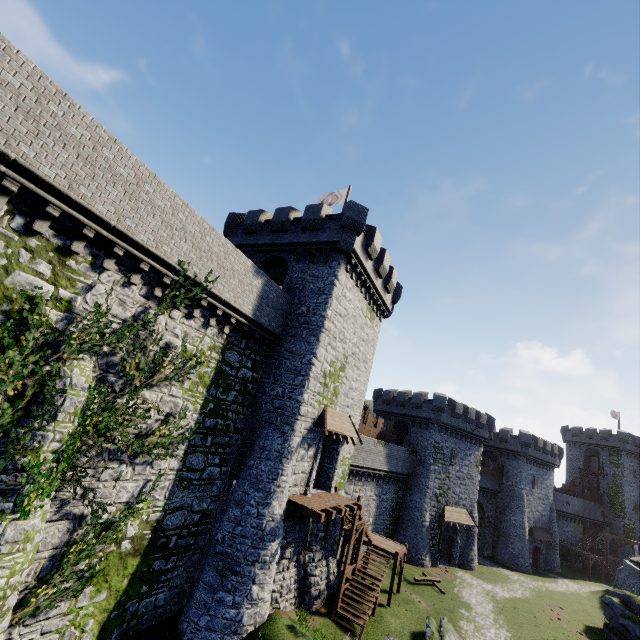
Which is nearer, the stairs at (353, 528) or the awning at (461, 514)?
the stairs at (353, 528)

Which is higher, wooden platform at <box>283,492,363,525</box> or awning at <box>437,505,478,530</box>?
wooden platform at <box>283,492,363,525</box>

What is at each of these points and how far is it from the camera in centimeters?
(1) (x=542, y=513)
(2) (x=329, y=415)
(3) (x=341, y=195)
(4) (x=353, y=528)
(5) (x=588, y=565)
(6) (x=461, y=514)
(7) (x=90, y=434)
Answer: (1) building, 4656cm
(2) awning, 1931cm
(3) flag, 2442cm
(4) stairs, 1992cm
(5) stairs, 4466cm
(6) awning, 3625cm
(7) ivy, 1045cm

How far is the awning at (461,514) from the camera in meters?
34.4 m

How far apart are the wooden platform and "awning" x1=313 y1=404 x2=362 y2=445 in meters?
3.1 m

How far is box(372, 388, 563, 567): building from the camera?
35.62m

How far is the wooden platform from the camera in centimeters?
1565cm

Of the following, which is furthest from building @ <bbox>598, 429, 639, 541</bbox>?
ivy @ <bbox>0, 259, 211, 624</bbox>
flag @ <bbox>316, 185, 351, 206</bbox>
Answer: ivy @ <bbox>0, 259, 211, 624</bbox>
